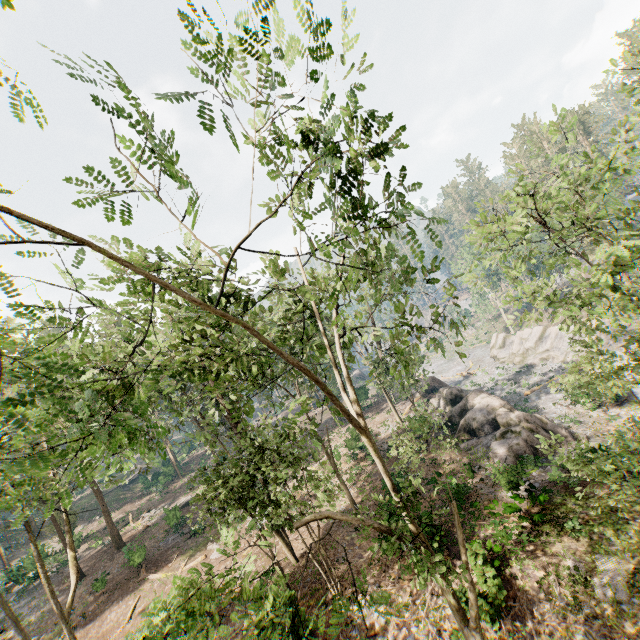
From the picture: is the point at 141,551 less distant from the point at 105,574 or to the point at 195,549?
the point at 105,574

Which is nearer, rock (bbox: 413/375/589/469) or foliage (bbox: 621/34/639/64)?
foliage (bbox: 621/34/639/64)

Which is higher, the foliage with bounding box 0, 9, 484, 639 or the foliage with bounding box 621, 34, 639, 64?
the foliage with bounding box 621, 34, 639, 64

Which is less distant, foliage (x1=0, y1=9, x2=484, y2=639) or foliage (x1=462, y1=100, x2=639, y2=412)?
foliage (x1=0, y1=9, x2=484, y2=639)

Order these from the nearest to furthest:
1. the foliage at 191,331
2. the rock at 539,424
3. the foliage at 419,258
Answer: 1. the foliage at 191,331
2. the foliage at 419,258
3. the rock at 539,424

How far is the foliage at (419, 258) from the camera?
5.78m

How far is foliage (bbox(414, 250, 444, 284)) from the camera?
5.8 meters

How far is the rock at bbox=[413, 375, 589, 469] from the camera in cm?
2098
